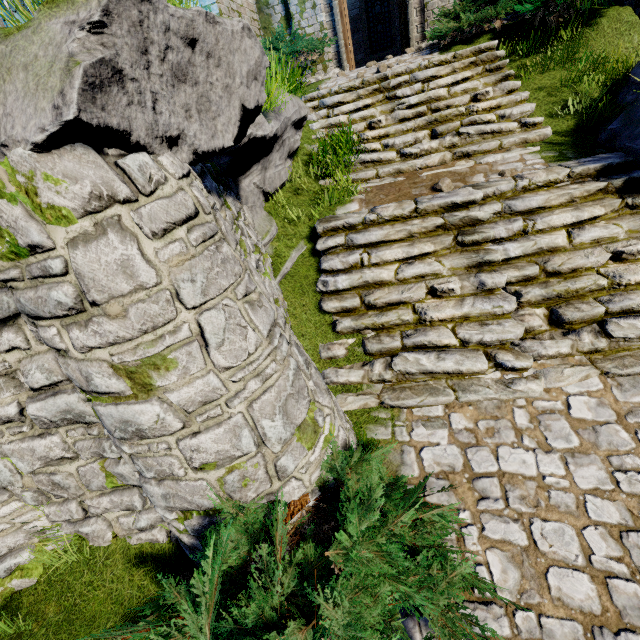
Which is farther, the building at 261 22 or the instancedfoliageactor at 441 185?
the building at 261 22

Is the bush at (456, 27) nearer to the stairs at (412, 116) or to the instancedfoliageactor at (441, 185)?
the stairs at (412, 116)

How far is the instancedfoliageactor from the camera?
5.42m

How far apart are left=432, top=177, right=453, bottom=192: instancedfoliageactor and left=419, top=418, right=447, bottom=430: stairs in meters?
3.8 m

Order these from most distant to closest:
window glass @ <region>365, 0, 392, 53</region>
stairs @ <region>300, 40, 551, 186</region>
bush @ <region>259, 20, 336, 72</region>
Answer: window glass @ <region>365, 0, 392, 53</region> < bush @ <region>259, 20, 336, 72</region> < stairs @ <region>300, 40, 551, 186</region>

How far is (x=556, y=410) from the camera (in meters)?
3.55

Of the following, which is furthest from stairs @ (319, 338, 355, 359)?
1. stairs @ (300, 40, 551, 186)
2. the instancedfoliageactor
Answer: stairs @ (300, 40, 551, 186)

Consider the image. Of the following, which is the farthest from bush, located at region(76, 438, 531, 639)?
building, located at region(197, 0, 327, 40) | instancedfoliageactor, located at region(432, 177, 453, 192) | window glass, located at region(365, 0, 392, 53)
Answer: window glass, located at region(365, 0, 392, 53)
